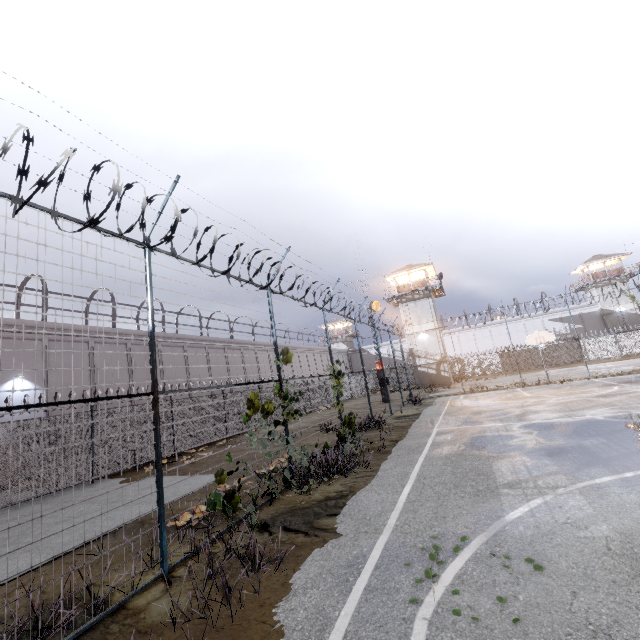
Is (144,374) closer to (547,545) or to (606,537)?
(547,545)

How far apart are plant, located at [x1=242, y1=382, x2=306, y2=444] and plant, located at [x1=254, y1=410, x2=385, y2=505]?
1.29m

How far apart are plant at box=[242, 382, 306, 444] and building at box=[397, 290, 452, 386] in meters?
32.5 m

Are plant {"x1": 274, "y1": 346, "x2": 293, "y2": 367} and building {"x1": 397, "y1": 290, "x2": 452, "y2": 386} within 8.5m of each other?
no

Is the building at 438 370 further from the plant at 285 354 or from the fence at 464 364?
the plant at 285 354

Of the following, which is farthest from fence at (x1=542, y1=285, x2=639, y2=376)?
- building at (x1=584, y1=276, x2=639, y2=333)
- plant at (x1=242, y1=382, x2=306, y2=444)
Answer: building at (x1=584, y1=276, x2=639, y2=333)

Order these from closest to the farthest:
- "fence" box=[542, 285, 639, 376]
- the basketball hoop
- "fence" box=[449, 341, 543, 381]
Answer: the basketball hoop, "fence" box=[542, 285, 639, 376], "fence" box=[449, 341, 543, 381]

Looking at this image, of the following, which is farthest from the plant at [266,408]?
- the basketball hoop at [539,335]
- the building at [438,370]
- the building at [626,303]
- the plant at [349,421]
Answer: the building at [626,303]
